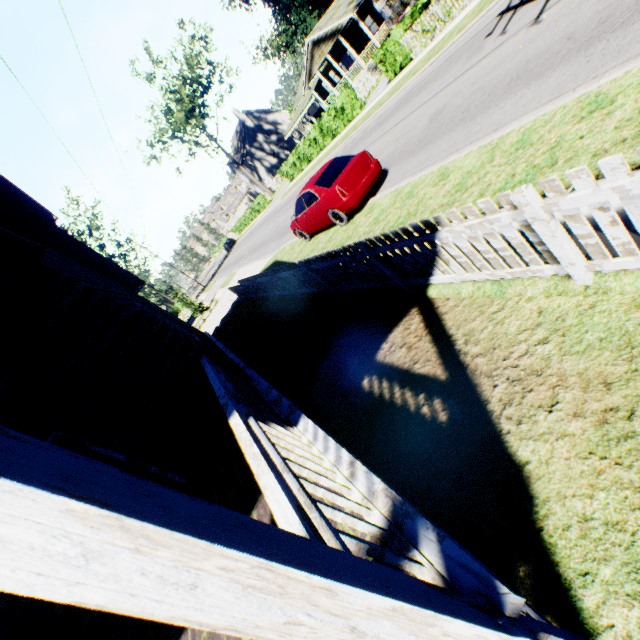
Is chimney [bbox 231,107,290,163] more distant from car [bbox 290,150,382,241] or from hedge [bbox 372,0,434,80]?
car [bbox 290,150,382,241]

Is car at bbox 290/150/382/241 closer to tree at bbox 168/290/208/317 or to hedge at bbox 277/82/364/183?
hedge at bbox 277/82/364/183

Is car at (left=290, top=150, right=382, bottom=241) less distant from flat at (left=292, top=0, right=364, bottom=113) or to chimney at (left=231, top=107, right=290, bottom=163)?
flat at (left=292, top=0, right=364, bottom=113)

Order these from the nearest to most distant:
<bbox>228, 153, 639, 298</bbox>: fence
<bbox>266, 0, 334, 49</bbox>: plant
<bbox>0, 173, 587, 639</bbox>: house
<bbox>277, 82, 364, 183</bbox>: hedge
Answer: <bbox>0, 173, 587, 639</bbox>: house → <bbox>228, 153, 639, 298</bbox>: fence → <bbox>277, 82, 364, 183</bbox>: hedge → <bbox>266, 0, 334, 49</bbox>: plant

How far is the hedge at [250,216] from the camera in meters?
44.5 m

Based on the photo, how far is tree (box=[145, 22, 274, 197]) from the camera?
37.88m

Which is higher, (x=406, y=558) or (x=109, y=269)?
(x=109, y=269)

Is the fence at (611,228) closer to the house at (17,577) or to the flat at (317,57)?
the house at (17,577)
